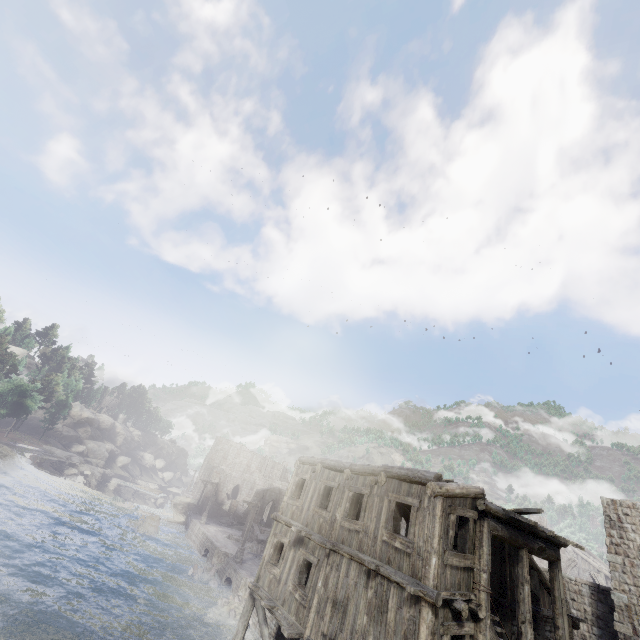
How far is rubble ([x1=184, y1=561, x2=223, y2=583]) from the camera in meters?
27.5

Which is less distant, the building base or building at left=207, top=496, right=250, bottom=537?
the building base

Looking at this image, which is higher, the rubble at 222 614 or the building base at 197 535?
the building base at 197 535

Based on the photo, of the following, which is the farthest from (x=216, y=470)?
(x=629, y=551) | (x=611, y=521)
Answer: (x=629, y=551)

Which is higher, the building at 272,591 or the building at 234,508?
the building at 272,591

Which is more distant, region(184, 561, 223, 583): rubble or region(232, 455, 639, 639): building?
region(184, 561, 223, 583): rubble

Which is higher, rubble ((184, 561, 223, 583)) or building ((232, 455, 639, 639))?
building ((232, 455, 639, 639))

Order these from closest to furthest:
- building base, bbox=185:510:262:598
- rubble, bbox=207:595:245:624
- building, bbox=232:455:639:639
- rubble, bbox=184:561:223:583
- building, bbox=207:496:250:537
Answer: building, bbox=232:455:639:639 < rubble, bbox=207:595:245:624 < building base, bbox=185:510:262:598 < rubble, bbox=184:561:223:583 < building, bbox=207:496:250:537
